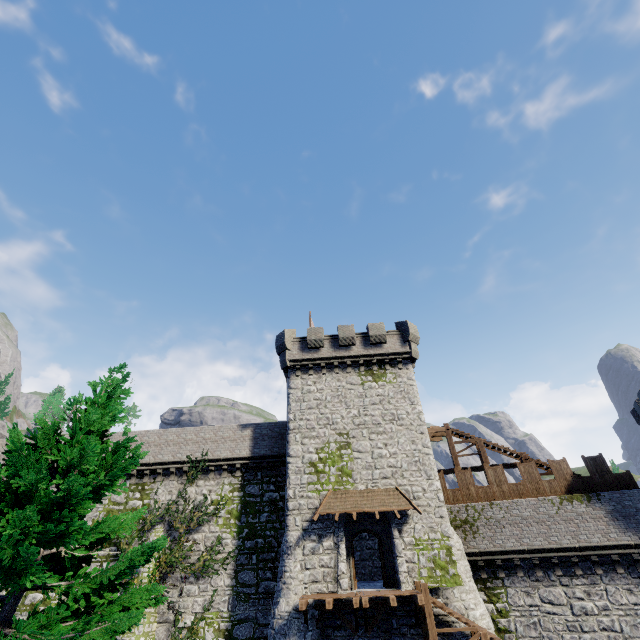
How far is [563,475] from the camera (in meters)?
20.78

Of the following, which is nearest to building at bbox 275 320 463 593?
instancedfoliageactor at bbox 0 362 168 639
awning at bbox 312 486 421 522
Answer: awning at bbox 312 486 421 522

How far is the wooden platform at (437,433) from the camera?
25.20m

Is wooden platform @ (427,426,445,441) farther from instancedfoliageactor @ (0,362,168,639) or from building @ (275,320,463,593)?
instancedfoliageactor @ (0,362,168,639)

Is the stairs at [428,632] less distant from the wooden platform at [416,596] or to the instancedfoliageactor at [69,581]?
the wooden platform at [416,596]

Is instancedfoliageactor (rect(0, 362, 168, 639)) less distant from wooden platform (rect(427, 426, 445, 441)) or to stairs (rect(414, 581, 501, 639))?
stairs (rect(414, 581, 501, 639))

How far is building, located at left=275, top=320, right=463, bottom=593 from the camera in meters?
18.1 m

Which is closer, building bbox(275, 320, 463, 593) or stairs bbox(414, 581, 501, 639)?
stairs bbox(414, 581, 501, 639)
